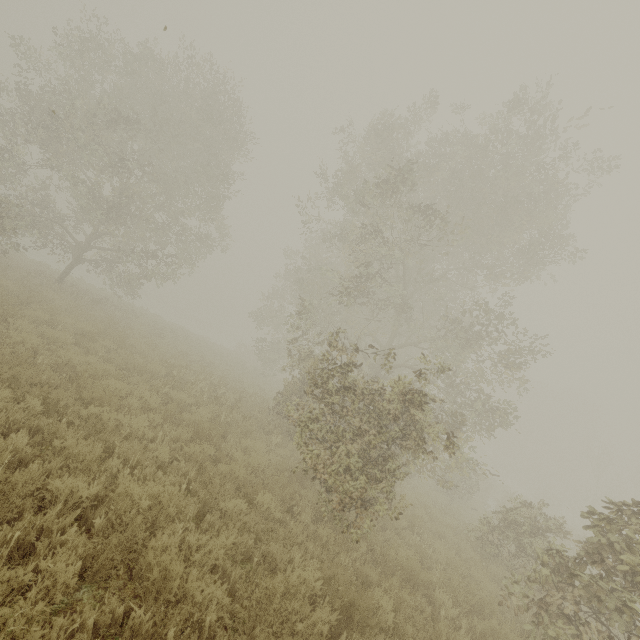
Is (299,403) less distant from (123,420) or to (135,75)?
(123,420)

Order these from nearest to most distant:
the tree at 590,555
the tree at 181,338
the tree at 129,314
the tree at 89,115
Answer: the tree at 590,555 < the tree at 89,115 < the tree at 129,314 < the tree at 181,338

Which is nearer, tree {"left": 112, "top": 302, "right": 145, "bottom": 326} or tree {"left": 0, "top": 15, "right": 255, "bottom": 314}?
tree {"left": 0, "top": 15, "right": 255, "bottom": 314}

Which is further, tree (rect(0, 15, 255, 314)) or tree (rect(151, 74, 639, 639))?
tree (rect(0, 15, 255, 314))

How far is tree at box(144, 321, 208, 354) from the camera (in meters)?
19.03

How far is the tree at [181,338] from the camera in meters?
19.0
